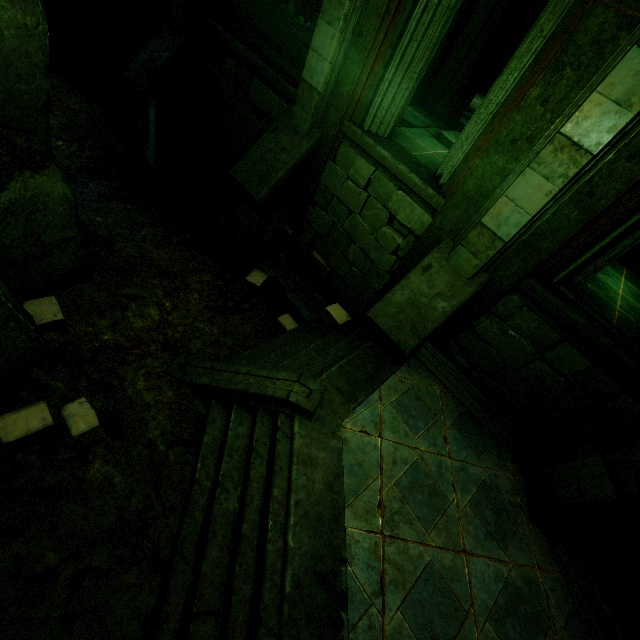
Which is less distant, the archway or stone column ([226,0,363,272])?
stone column ([226,0,363,272])

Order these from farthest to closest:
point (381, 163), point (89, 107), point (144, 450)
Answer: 1. point (89, 107)
2. point (381, 163)
3. point (144, 450)

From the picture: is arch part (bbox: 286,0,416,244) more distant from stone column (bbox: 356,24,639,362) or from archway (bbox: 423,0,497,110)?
archway (bbox: 423,0,497,110)

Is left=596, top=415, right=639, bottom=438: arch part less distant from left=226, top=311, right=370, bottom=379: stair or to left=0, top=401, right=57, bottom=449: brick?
left=226, top=311, right=370, bottom=379: stair

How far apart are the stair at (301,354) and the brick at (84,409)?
1.93m

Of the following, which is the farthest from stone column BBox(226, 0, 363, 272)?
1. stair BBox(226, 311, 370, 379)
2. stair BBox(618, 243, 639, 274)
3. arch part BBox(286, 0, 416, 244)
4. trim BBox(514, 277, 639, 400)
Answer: stair BBox(618, 243, 639, 274)

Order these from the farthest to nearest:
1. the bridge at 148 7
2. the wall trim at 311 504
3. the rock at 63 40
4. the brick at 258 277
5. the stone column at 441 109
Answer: the bridge at 148 7 → the brick at 258 277 → the stone column at 441 109 → the rock at 63 40 → the wall trim at 311 504

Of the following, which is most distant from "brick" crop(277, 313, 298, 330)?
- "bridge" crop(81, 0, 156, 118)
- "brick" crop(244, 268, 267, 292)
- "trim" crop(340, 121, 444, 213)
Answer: "bridge" crop(81, 0, 156, 118)
